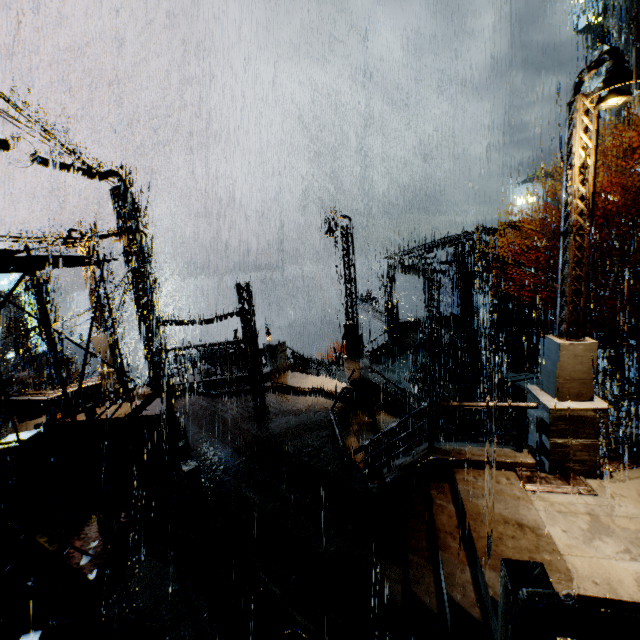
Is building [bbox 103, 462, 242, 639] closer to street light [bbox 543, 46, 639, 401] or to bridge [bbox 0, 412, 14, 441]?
bridge [bbox 0, 412, 14, 441]

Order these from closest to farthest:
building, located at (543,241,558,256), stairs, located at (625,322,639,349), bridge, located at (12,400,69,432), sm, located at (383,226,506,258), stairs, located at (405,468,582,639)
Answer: stairs, located at (405,468,582,639) < bridge, located at (12,400,69,432) < stairs, located at (625,322,639,349) < sm, located at (383,226,506,258) < building, located at (543,241,558,256)

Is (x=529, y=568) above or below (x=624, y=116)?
below

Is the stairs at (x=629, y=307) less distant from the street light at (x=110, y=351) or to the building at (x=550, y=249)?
the building at (x=550, y=249)

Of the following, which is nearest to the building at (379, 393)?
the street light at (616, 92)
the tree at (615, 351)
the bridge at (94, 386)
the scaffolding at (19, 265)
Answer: the bridge at (94, 386)

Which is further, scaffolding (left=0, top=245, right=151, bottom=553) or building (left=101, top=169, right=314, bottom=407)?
building (left=101, top=169, right=314, bottom=407)

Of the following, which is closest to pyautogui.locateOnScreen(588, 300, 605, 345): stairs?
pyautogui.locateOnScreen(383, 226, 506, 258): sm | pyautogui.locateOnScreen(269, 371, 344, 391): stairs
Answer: pyautogui.locateOnScreen(383, 226, 506, 258): sm

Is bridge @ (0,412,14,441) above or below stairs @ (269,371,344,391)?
above
